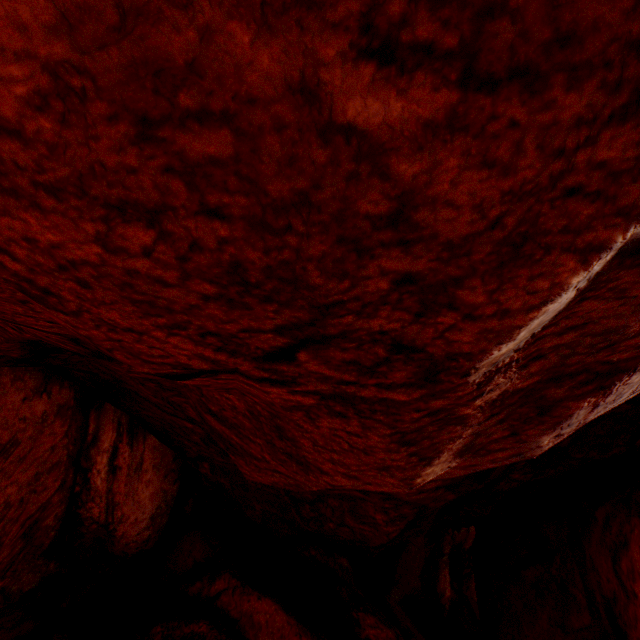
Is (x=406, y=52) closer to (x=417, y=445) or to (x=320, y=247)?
(x=320, y=247)
